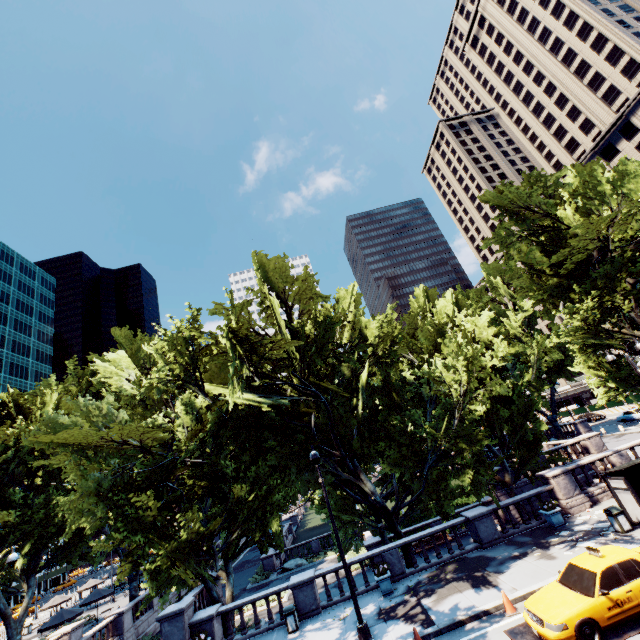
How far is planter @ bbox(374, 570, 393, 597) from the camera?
15.9 meters

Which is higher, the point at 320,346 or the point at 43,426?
the point at 320,346

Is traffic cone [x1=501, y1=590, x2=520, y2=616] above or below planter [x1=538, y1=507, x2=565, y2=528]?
below

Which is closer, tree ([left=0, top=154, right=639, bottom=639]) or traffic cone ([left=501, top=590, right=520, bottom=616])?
traffic cone ([left=501, top=590, right=520, bottom=616])

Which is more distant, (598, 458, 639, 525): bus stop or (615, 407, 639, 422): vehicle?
(615, 407, 639, 422): vehicle

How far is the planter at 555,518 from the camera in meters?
17.0

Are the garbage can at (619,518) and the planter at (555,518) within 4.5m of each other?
yes

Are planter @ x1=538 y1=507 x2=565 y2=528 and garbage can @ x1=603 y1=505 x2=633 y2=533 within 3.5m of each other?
yes
